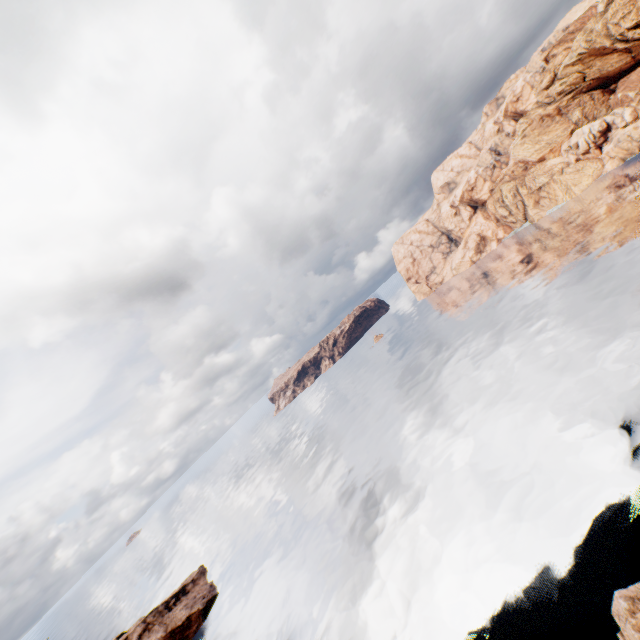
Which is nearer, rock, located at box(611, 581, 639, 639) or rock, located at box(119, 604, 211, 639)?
rock, located at box(611, 581, 639, 639)

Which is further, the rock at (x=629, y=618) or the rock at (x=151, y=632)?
the rock at (x=151, y=632)

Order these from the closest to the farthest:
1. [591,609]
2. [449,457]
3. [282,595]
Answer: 1. [591,609]
2. [449,457]
3. [282,595]
